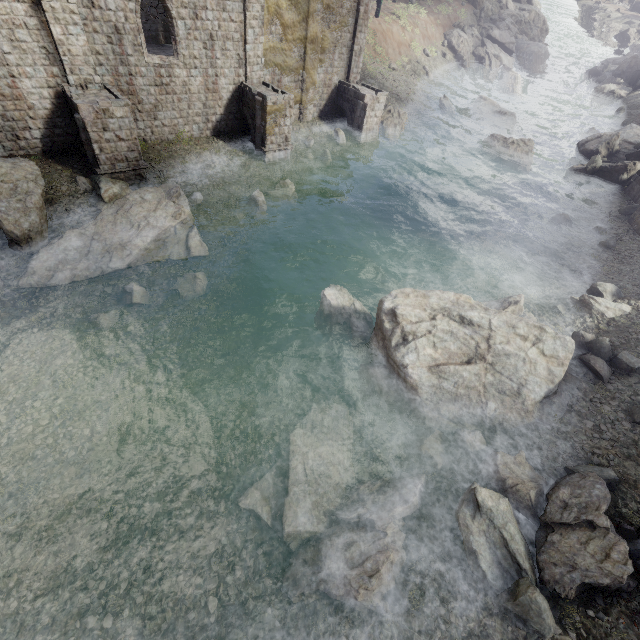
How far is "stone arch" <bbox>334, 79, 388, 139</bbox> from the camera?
24.8 meters

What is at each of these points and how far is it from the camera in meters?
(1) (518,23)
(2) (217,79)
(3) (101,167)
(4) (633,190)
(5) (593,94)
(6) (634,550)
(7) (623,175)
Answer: (1) rock, 57.4
(2) building, 19.8
(3) stone arch, 16.0
(4) building, 22.7
(5) rock, 43.5
(6) rubble, 7.9
(7) rock, 24.1

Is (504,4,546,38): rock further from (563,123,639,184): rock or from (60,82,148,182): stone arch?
(60,82,148,182): stone arch

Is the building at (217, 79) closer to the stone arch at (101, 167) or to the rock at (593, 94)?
the stone arch at (101, 167)

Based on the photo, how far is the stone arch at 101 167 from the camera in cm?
1467

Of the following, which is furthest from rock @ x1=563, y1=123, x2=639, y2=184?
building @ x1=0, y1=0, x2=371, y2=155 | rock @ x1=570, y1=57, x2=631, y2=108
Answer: rock @ x1=570, y1=57, x2=631, y2=108

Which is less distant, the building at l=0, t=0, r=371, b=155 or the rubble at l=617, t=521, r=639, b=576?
the rubble at l=617, t=521, r=639, b=576

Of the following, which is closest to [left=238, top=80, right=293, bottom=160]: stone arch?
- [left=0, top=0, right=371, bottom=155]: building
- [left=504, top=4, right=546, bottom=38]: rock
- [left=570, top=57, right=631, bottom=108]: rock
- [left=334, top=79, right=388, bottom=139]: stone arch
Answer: [left=0, top=0, right=371, bottom=155]: building
